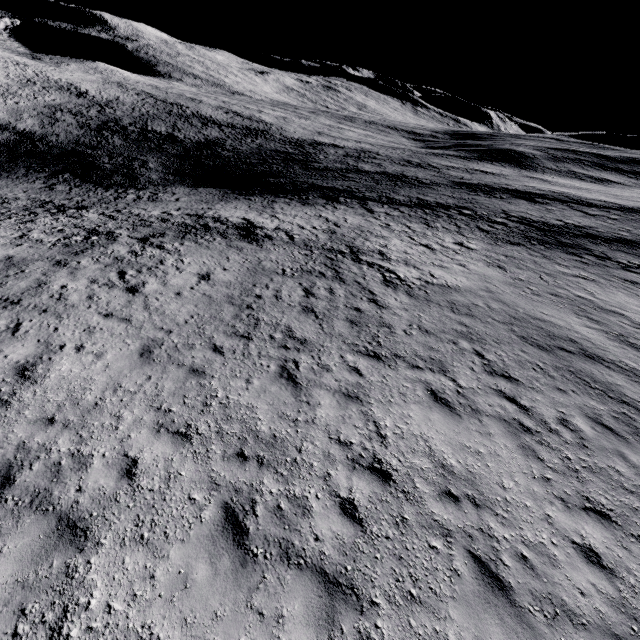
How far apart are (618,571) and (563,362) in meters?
7.0 m
